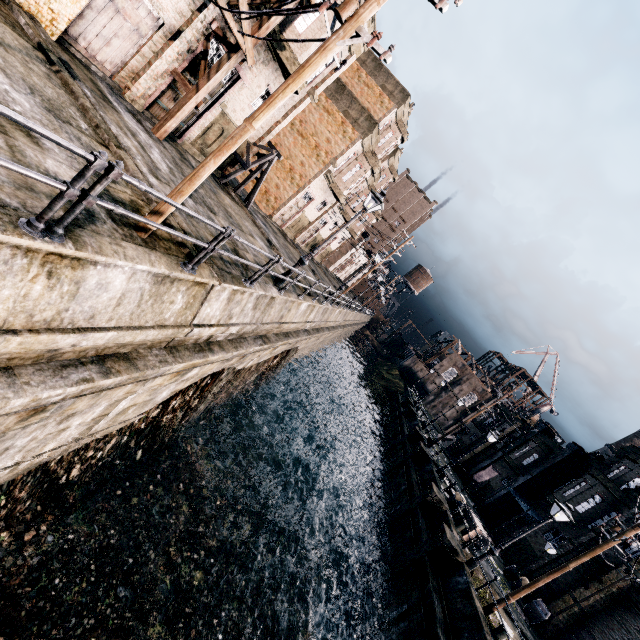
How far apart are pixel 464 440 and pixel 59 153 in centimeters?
5253cm

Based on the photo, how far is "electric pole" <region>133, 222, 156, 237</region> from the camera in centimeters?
622cm

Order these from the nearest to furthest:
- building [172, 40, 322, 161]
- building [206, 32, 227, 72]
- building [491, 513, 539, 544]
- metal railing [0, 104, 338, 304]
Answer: metal railing [0, 104, 338, 304] < building [206, 32, 227, 72] < building [172, 40, 322, 161] < building [491, 513, 539, 544]

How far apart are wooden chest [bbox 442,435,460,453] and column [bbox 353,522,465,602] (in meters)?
30.09

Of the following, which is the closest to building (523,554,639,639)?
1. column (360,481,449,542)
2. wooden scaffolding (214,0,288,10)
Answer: column (360,481,449,542)

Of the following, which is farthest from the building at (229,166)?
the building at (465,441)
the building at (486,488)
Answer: the building at (465,441)

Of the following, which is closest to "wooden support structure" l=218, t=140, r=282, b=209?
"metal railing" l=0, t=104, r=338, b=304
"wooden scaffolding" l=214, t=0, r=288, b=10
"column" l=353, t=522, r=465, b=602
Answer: "wooden scaffolding" l=214, t=0, r=288, b=10

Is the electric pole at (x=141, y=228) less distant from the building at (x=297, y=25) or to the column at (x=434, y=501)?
the building at (x=297, y=25)
